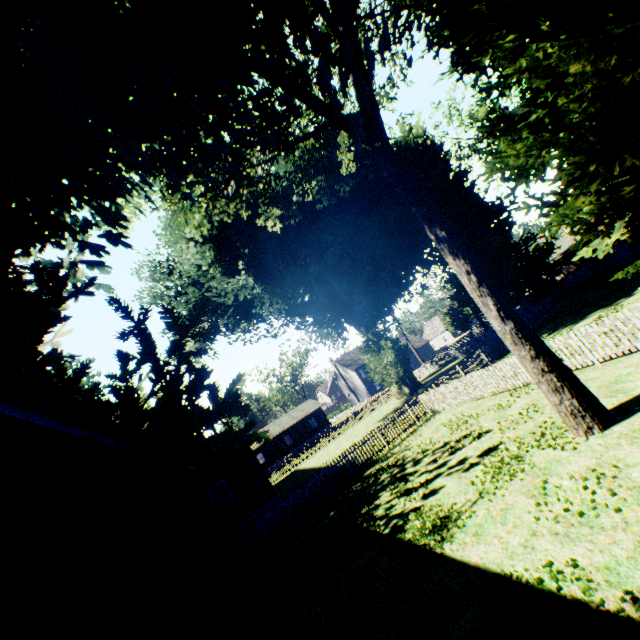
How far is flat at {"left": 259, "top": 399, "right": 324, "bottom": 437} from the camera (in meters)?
51.91

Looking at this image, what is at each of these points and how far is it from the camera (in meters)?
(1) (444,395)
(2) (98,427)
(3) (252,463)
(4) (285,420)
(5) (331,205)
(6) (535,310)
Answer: (1) fence, 17.52
(2) house, 2.23
(3) house, 18.77
(4) flat, 54.81
(5) plant, 32.19
(6) fence, 25.77

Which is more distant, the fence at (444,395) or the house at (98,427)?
the fence at (444,395)

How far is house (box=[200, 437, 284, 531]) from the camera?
17.5m

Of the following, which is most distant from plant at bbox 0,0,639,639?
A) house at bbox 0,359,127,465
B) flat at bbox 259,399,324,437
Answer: flat at bbox 259,399,324,437

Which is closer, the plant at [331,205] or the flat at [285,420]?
the plant at [331,205]

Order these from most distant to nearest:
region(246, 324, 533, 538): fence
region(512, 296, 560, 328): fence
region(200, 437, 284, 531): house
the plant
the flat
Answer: the flat, region(512, 296, 560, 328): fence, region(200, 437, 284, 531): house, region(246, 324, 533, 538): fence, the plant

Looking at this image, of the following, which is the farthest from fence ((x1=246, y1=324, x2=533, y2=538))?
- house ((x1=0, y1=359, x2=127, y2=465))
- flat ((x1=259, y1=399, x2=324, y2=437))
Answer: flat ((x1=259, y1=399, x2=324, y2=437))
